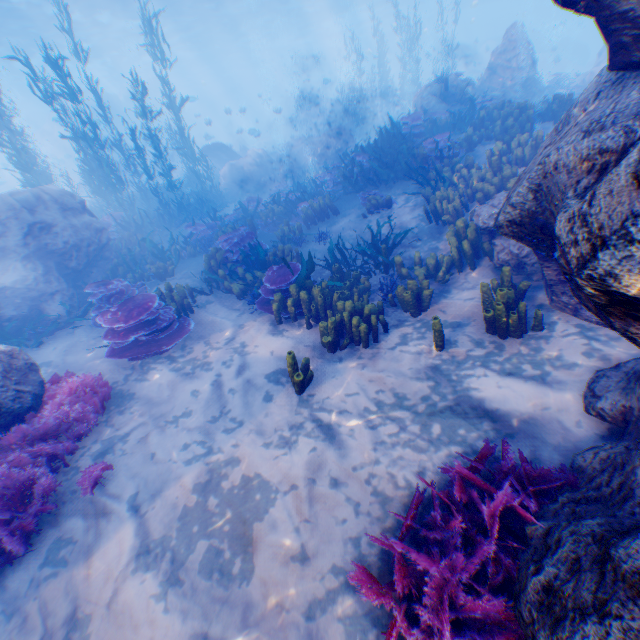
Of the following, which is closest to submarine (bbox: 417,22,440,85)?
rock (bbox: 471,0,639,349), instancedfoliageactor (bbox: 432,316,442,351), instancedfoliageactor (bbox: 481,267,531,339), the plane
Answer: rock (bbox: 471,0,639,349)

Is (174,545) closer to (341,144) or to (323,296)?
(323,296)

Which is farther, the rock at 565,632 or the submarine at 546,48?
the submarine at 546,48

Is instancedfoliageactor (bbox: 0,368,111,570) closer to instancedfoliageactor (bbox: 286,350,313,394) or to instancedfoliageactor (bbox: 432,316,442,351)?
instancedfoliageactor (bbox: 286,350,313,394)

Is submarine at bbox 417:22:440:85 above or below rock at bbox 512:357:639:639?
above

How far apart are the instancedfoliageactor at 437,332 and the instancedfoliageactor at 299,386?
1.9m

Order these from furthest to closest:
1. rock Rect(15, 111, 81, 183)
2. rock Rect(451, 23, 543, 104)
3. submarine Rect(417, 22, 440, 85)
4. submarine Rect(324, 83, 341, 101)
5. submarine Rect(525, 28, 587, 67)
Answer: submarine Rect(417, 22, 440, 85), submarine Rect(525, 28, 587, 67), submarine Rect(324, 83, 341, 101), rock Rect(15, 111, 81, 183), rock Rect(451, 23, 543, 104)

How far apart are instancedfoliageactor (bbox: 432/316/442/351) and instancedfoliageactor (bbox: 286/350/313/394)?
1.9 meters
